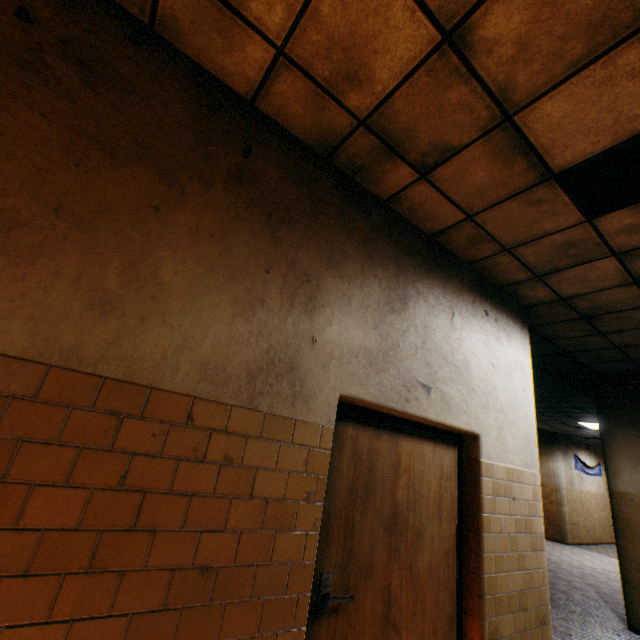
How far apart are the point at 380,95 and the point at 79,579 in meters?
2.9 m
